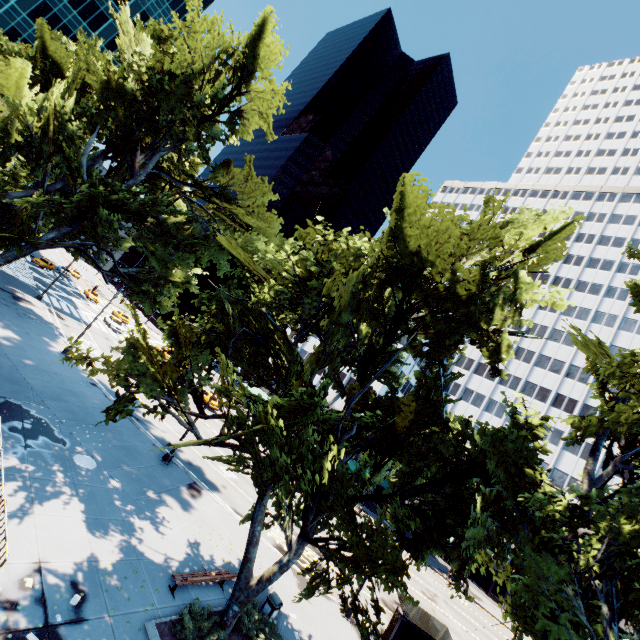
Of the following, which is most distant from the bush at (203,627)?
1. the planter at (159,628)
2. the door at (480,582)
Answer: the door at (480,582)

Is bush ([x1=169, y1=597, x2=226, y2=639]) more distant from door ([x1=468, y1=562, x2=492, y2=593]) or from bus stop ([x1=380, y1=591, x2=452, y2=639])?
door ([x1=468, y1=562, x2=492, y2=593])

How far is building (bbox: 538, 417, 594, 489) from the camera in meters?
45.6

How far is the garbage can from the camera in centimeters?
1290cm

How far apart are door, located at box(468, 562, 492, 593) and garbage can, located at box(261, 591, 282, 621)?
46.68m

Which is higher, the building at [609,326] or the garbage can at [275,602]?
the building at [609,326]

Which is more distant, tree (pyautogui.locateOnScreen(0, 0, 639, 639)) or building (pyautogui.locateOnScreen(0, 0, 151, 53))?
building (pyautogui.locateOnScreen(0, 0, 151, 53))

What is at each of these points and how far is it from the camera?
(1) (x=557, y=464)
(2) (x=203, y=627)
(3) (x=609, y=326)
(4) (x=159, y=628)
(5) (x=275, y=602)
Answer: (1) building, 47.0m
(2) bush, 10.4m
(3) building, 52.8m
(4) planter, 9.9m
(5) garbage can, 13.0m
